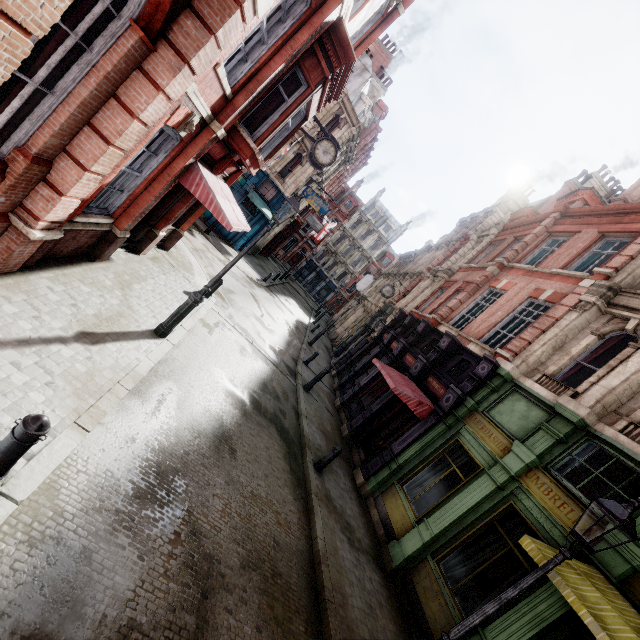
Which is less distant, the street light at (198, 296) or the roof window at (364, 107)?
the street light at (198, 296)

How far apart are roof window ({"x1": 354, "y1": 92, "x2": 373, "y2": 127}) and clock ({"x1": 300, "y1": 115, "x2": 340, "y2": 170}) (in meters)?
15.87

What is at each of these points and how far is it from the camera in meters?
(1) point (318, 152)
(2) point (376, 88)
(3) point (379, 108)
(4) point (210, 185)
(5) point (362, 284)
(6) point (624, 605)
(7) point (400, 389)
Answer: (1) clock, 13.1
(2) chimney, 30.8
(3) roof window, 33.8
(4) awning, 8.5
(5) sign, 38.1
(6) awning, 5.1
(7) awning, 10.8

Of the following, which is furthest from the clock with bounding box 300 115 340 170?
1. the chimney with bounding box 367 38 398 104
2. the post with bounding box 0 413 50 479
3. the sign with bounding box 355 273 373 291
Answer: the sign with bounding box 355 273 373 291

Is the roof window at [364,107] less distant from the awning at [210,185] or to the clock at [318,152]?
the clock at [318,152]

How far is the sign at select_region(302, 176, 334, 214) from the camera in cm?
2491

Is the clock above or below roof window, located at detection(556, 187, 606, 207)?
below

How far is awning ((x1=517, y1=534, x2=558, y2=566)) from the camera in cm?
497
